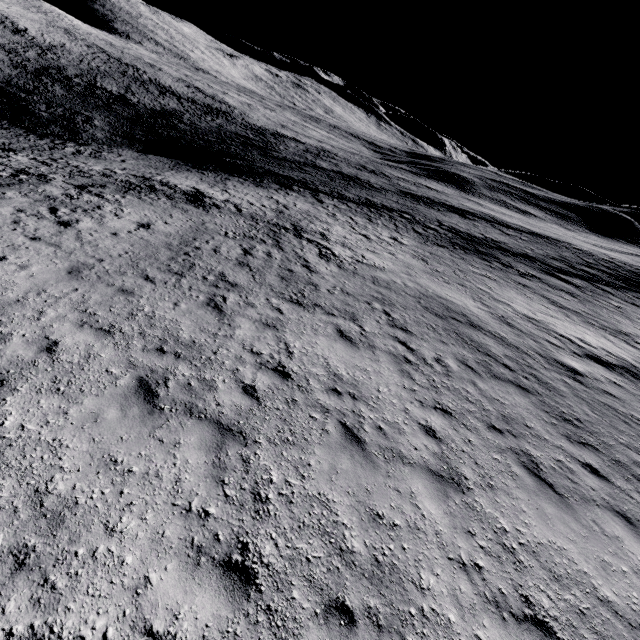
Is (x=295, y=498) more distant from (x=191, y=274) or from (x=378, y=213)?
(x=378, y=213)
